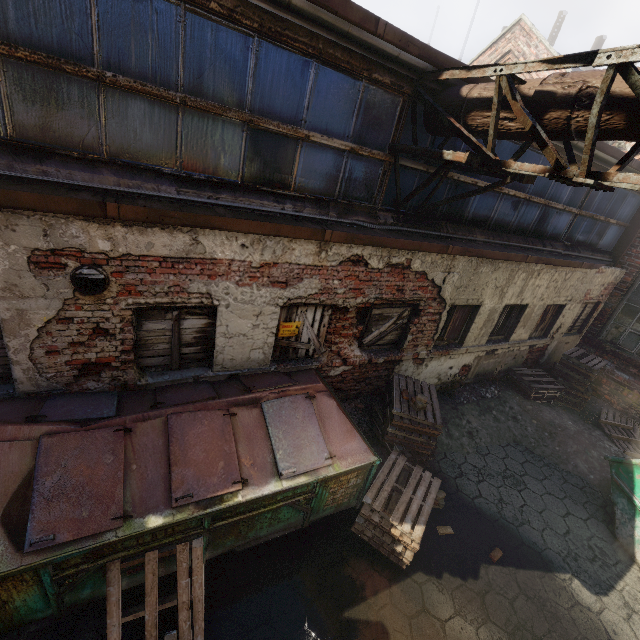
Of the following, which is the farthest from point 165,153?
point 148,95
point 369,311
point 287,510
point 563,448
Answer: point 563,448

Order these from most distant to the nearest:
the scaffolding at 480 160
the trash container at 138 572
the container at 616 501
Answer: →
the container at 616 501
the trash container at 138 572
the scaffolding at 480 160

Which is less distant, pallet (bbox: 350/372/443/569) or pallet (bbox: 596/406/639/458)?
pallet (bbox: 350/372/443/569)

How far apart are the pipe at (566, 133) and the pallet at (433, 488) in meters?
4.8

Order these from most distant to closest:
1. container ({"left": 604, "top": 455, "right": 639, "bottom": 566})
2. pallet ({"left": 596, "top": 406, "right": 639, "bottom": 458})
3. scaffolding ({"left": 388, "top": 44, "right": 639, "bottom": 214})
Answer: pallet ({"left": 596, "top": 406, "right": 639, "bottom": 458})
container ({"left": 604, "top": 455, "right": 639, "bottom": 566})
scaffolding ({"left": 388, "top": 44, "right": 639, "bottom": 214})

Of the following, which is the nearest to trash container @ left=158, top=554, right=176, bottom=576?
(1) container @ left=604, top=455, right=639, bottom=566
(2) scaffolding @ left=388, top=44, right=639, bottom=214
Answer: (2) scaffolding @ left=388, top=44, right=639, bottom=214

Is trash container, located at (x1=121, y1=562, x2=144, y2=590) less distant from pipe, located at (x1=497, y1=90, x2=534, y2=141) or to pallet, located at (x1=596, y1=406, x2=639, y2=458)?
pipe, located at (x1=497, y1=90, x2=534, y2=141)

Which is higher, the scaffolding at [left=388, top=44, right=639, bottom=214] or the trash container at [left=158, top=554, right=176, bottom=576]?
the scaffolding at [left=388, top=44, right=639, bottom=214]
